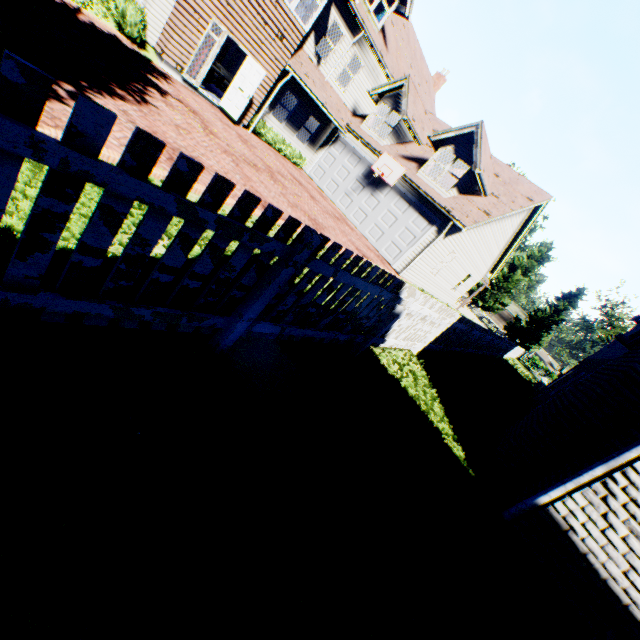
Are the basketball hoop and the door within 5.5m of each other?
no

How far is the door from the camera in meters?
13.2

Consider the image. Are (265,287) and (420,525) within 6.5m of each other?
yes

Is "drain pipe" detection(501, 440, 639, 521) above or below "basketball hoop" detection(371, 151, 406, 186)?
below

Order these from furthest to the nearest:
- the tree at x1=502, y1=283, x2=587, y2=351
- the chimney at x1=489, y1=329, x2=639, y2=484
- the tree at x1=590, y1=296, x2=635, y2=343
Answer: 1. the tree at x1=590, y1=296, x2=635, y2=343
2. the tree at x1=502, y1=283, x2=587, y2=351
3. the chimney at x1=489, y1=329, x2=639, y2=484

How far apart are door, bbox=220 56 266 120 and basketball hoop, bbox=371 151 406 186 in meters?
6.3

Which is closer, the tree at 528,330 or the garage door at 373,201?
the garage door at 373,201

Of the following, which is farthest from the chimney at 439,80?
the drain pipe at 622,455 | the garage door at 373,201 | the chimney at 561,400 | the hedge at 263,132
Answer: the drain pipe at 622,455
